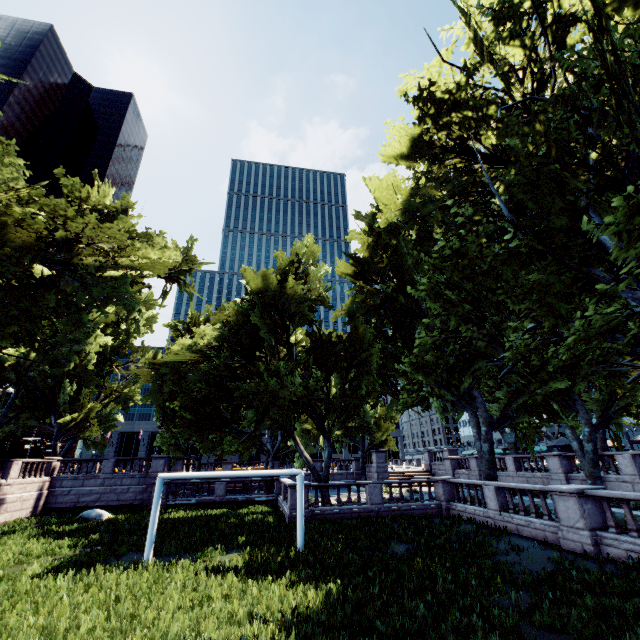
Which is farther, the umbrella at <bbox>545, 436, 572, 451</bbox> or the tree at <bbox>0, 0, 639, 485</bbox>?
the umbrella at <bbox>545, 436, 572, 451</bbox>

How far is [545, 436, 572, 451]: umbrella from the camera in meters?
28.5 m

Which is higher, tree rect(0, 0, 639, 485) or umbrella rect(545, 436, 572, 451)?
tree rect(0, 0, 639, 485)

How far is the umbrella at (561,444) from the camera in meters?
28.5 m

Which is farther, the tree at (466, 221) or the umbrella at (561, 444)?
the umbrella at (561, 444)

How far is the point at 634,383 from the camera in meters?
18.6
